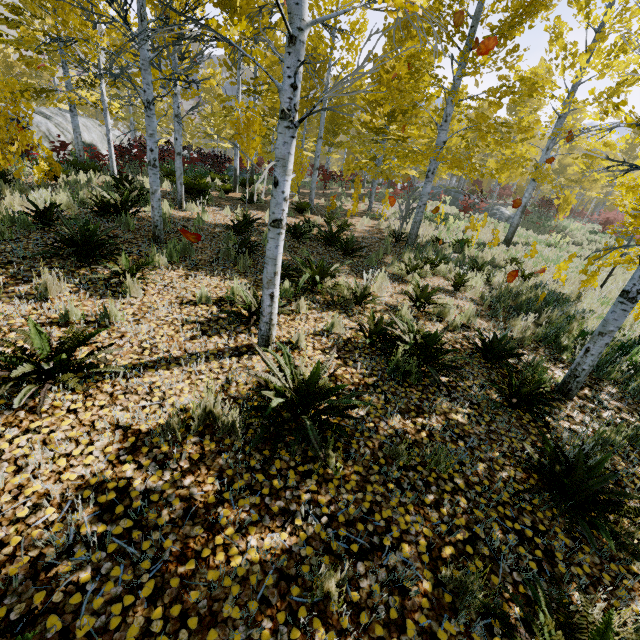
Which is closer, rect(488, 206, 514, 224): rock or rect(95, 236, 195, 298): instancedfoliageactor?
rect(95, 236, 195, 298): instancedfoliageactor

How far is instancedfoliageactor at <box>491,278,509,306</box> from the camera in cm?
728

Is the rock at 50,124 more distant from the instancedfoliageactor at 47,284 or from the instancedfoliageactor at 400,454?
the instancedfoliageactor at 47,284

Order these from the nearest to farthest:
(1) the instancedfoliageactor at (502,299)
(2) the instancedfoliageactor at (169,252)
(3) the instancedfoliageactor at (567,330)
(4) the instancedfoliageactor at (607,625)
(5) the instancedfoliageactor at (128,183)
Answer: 1. (4) the instancedfoliageactor at (607,625)
2. (5) the instancedfoliageactor at (128,183)
3. (2) the instancedfoliageactor at (169,252)
4. (3) the instancedfoliageactor at (567,330)
5. (1) the instancedfoliageactor at (502,299)

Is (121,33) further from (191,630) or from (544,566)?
(544,566)

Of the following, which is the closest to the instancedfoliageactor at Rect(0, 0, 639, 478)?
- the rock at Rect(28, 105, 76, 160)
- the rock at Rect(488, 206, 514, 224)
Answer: the rock at Rect(28, 105, 76, 160)

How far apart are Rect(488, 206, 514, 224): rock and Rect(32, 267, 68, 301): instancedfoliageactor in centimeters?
2597cm

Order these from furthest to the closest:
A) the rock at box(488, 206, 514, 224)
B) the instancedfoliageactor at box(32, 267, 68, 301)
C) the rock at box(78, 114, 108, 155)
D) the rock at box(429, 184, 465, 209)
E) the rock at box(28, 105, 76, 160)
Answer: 1. the rock at box(429, 184, 465, 209)
2. the rock at box(488, 206, 514, 224)
3. the rock at box(78, 114, 108, 155)
4. the rock at box(28, 105, 76, 160)
5. the instancedfoliageactor at box(32, 267, 68, 301)
